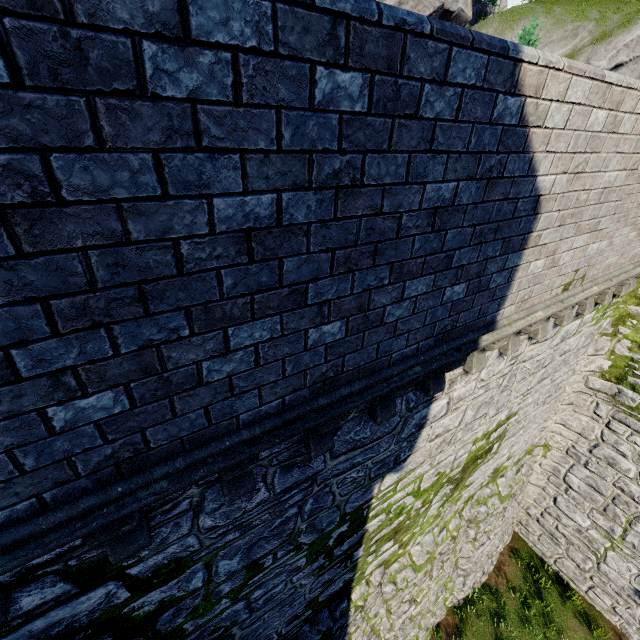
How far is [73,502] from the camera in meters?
1.9
